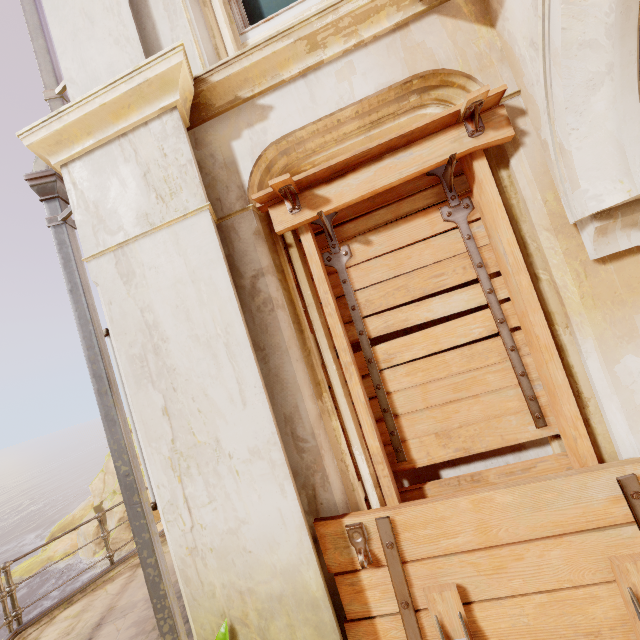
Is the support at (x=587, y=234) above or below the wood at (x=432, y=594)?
above

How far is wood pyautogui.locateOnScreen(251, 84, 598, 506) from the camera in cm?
193

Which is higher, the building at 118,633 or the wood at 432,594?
the wood at 432,594

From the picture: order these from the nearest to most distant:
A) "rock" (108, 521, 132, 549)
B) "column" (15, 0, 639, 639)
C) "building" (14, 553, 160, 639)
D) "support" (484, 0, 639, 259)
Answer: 1. "support" (484, 0, 639, 259)
2. "column" (15, 0, 639, 639)
3. "building" (14, 553, 160, 639)
4. "rock" (108, 521, 132, 549)

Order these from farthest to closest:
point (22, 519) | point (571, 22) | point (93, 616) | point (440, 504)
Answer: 1. point (22, 519)
2. point (93, 616)
3. point (440, 504)
4. point (571, 22)

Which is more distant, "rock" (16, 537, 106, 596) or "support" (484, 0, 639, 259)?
"rock" (16, 537, 106, 596)

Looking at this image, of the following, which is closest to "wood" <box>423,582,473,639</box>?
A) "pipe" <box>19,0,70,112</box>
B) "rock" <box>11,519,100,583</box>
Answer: "pipe" <box>19,0,70,112</box>

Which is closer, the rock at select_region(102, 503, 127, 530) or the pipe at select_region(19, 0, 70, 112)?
the pipe at select_region(19, 0, 70, 112)
